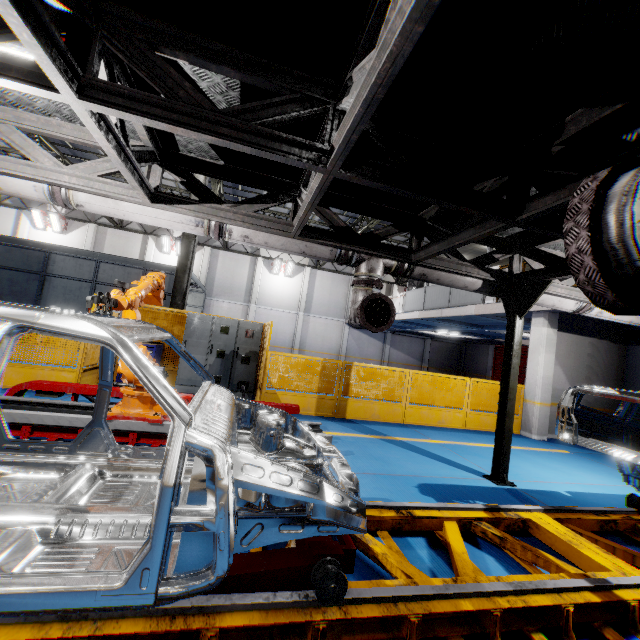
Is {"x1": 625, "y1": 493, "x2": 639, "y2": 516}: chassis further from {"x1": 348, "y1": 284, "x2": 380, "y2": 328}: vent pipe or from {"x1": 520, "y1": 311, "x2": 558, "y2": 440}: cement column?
{"x1": 520, "y1": 311, "x2": 558, "y2": 440}: cement column

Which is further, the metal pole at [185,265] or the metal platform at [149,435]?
the metal pole at [185,265]

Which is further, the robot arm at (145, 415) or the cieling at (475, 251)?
the cieling at (475, 251)

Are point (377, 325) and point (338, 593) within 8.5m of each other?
yes

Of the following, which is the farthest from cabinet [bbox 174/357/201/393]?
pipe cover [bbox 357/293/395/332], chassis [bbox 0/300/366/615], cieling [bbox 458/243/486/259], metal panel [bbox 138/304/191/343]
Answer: cieling [bbox 458/243/486/259]

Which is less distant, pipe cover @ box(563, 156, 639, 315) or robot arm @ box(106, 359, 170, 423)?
pipe cover @ box(563, 156, 639, 315)

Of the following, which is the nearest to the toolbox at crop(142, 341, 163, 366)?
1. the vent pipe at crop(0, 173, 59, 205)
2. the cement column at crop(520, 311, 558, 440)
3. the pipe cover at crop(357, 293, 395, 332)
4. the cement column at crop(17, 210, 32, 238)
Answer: the vent pipe at crop(0, 173, 59, 205)

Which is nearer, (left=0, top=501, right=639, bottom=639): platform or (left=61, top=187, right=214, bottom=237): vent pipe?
(left=0, top=501, right=639, bottom=639): platform
